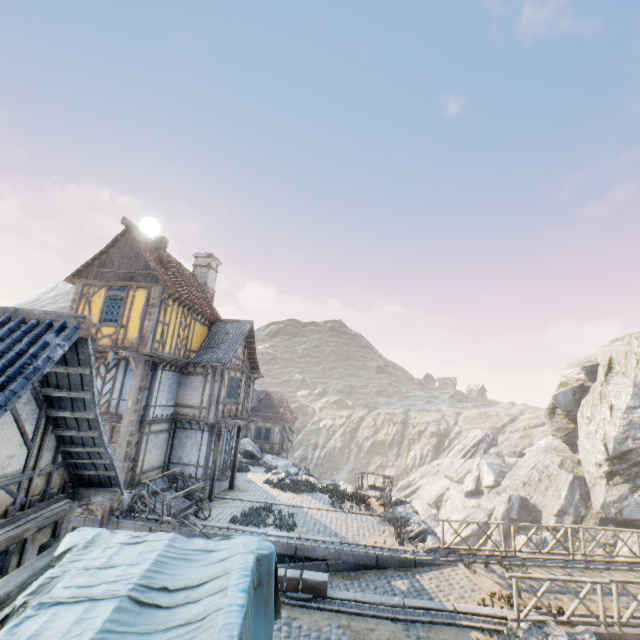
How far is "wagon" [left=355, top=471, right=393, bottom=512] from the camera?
17.0 meters

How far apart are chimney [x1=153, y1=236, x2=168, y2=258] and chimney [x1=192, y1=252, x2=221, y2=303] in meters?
4.6

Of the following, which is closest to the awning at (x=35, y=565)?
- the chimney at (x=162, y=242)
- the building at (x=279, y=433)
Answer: the chimney at (x=162, y=242)

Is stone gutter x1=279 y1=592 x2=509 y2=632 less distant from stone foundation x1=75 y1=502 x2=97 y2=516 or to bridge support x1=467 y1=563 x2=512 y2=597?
bridge support x1=467 y1=563 x2=512 y2=597

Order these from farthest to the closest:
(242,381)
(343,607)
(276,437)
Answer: (276,437), (242,381), (343,607)

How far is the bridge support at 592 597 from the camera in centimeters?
975cm

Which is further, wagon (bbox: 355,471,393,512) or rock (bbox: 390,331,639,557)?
rock (bbox: 390,331,639,557)

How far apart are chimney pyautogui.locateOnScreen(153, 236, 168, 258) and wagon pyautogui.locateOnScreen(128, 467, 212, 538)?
10.46m
